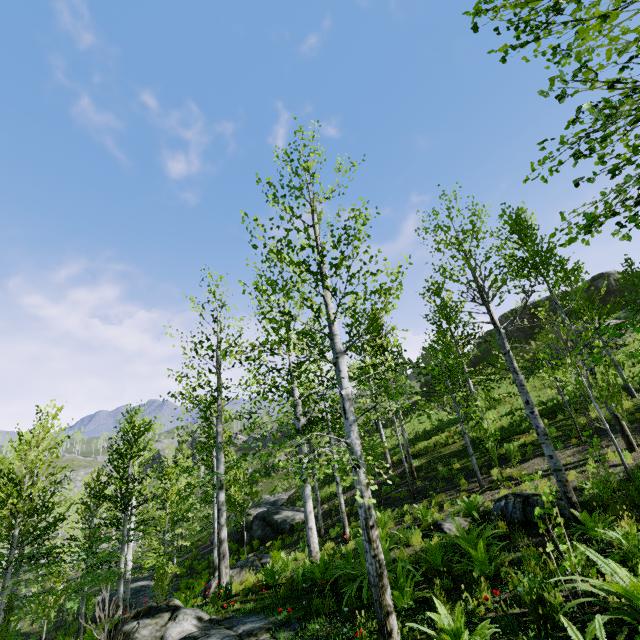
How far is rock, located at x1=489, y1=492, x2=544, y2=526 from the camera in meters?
7.8

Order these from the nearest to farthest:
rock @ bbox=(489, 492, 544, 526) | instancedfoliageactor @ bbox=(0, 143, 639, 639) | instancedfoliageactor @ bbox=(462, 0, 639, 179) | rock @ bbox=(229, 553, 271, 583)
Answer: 1. instancedfoliageactor @ bbox=(462, 0, 639, 179)
2. instancedfoliageactor @ bbox=(0, 143, 639, 639)
3. rock @ bbox=(489, 492, 544, 526)
4. rock @ bbox=(229, 553, 271, 583)

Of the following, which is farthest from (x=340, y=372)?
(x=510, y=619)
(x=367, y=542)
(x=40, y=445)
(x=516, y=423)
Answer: (x=516, y=423)

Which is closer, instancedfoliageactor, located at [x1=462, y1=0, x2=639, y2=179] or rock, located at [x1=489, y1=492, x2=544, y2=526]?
instancedfoliageactor, located at [x1=462, y1=0, x2=639, y2=179]

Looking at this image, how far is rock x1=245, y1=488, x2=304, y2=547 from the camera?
20.5m

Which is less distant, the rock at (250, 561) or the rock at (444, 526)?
the rock at (444, 526)

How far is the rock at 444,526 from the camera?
8.59m

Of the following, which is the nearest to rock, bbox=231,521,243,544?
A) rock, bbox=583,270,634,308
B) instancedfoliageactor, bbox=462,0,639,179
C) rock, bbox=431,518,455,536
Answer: rock, bbox=431,518,455,536
